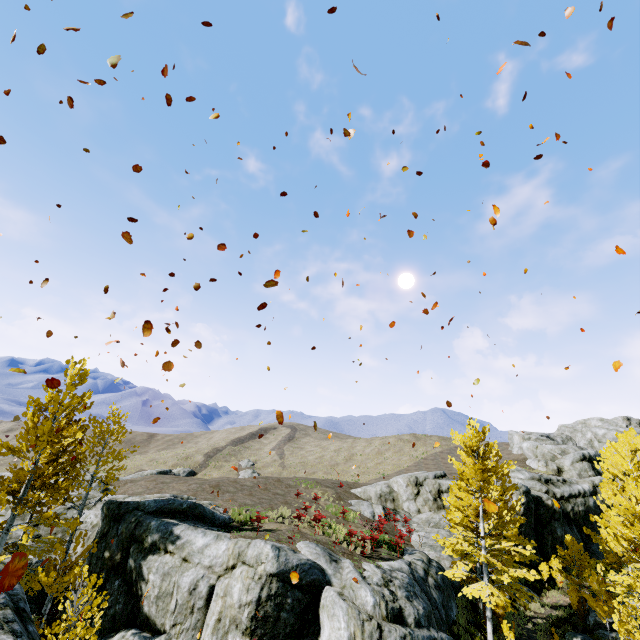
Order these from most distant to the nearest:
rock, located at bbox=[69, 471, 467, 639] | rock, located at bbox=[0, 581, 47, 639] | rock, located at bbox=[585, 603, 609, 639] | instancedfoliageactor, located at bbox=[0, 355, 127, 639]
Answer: rock, located at bbox=[585, 603, 609, 639], rock, located at bbox=[69, 471, 467, 639], instancedfoliageactor, located at bbox=[0, 355, 127, 639], rock, located at bbox=[0, 581, 47, 639]

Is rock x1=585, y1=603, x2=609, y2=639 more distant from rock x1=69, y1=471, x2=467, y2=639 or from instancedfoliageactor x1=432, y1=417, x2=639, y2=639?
instancedfoliageactor x1=432, y1=417, x2=639, y2=639

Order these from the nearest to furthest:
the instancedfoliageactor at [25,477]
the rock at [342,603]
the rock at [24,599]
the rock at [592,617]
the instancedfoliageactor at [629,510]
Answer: the rock at [24,599]
the instancedfoliageactor at [25,477]
the rock at [342,603]
the instancedfoliageactor at [629,510]
the rock at [592,617]

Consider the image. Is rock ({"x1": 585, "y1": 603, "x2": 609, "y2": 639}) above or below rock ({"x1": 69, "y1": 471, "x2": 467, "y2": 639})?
below

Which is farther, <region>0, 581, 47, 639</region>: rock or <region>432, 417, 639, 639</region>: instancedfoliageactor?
<region>432, 417, 639, 639</region>: instancedfoliageactor

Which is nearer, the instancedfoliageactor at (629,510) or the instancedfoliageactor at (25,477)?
the instancedfoliageactor at (25,477)

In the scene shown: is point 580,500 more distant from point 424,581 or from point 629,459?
point 424,581

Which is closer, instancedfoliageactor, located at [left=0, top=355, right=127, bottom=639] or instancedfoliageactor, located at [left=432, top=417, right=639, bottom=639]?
instancedfoliageactor, located at [left=0, top=355, right=127, bottom=639]
